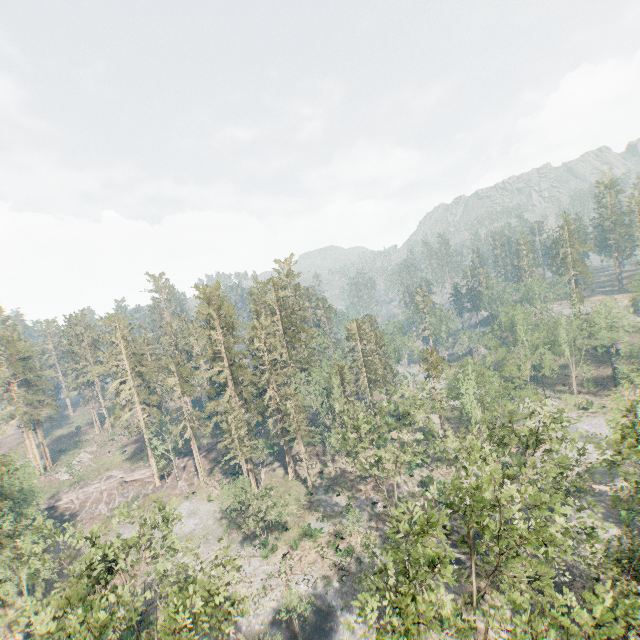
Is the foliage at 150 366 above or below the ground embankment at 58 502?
above

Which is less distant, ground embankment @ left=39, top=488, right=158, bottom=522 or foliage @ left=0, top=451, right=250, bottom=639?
foliage @ left=0, top=451, right=250, bottom=639

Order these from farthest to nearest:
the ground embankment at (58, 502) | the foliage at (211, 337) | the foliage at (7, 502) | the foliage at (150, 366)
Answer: the ground embankment at (58, 502)
the foliage at (150, 366)
the foliage at (7, 502)
the foliage at (211, 337)

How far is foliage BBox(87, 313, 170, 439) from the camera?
56.5m

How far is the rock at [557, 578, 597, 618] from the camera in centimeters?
2709cm

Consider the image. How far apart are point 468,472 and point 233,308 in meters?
41.7

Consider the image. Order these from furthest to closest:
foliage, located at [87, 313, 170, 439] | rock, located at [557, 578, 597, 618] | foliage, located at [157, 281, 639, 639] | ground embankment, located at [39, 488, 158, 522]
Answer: ground embankment, located at [39, 488, 158, 522] → foliage, located at [87, 313, 170, 439] → rock, located at [557, 578, 597, 618] → foliage, located at [157, 281, 639, 639]

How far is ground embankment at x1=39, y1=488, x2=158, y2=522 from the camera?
57.2 meters
